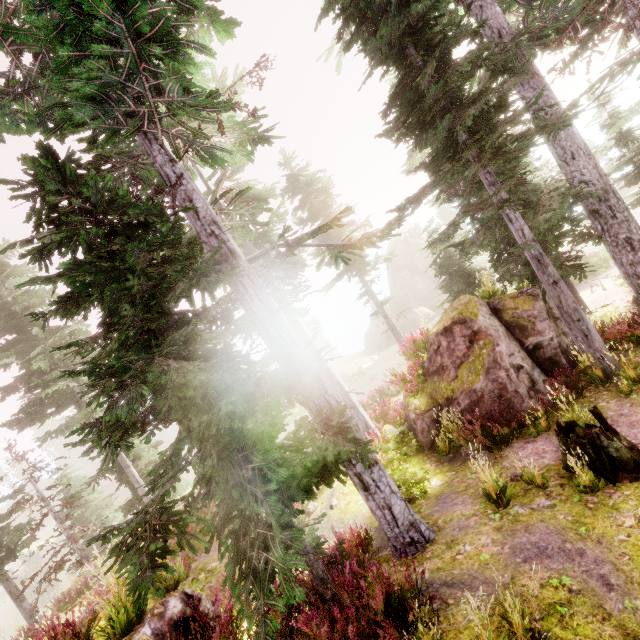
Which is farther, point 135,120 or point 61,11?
point 135,120

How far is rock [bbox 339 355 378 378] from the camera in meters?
35.3

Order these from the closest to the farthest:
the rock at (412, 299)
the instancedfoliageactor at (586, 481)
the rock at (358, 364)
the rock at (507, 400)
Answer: the instancedfoliageactor at (586, 481) → the rock at (507, 400) → the rock at (358, 364) → the rock at (412, 299)

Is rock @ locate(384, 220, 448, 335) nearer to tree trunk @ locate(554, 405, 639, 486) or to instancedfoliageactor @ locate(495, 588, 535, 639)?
instancedfoliageactor @ locate(495, 588, 535, 639)

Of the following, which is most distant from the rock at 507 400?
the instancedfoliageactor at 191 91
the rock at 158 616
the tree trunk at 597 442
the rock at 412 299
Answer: the rock at 412 299

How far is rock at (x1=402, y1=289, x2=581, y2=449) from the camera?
9.8m

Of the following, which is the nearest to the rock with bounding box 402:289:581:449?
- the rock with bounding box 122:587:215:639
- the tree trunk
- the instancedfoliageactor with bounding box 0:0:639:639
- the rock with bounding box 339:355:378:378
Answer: the instancedfoliageactor with bounding box 0:0:639:639

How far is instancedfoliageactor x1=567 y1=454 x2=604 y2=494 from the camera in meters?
5.8
